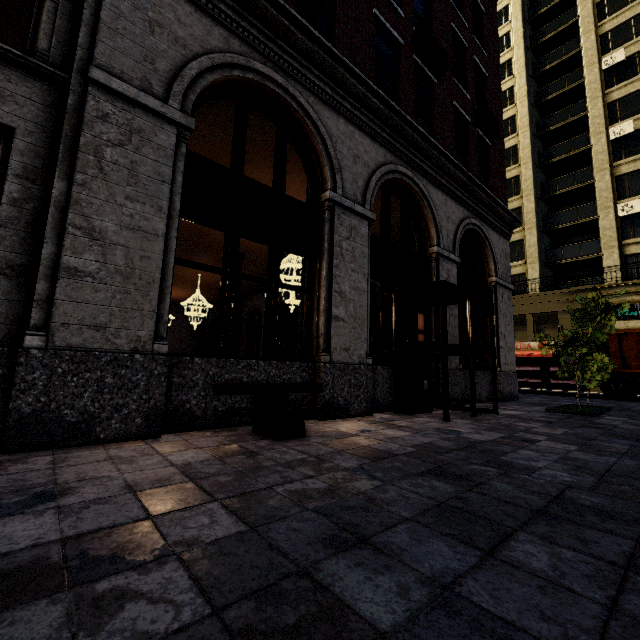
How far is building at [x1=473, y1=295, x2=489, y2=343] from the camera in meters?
10.7

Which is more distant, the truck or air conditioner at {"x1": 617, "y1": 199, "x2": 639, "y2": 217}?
air conditioner at {"x1": 617, "y1": 199, "x2": 639, "y2": 217}

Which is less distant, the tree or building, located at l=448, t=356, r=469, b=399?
the tree

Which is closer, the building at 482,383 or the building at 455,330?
the building at 455,330

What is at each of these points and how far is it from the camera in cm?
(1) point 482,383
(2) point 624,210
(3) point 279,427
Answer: (1) building, 1041
(2) air conditioner, 2255
(3) bench, 404

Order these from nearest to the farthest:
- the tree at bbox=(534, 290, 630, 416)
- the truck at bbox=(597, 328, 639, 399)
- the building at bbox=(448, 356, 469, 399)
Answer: the tree at bbox=(534, 290, 630, 416), the building at bbox=(448, 356, 469, 399), the truck at bbox=(597, 328, 639, 399)

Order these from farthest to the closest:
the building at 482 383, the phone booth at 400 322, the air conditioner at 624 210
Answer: the air conditioner at 624 210 → the building at 482 383 → the phone booth at 400 322

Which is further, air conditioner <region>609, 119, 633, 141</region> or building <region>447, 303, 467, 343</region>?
air conditioner <region>609, 119, 633, 141</region>
